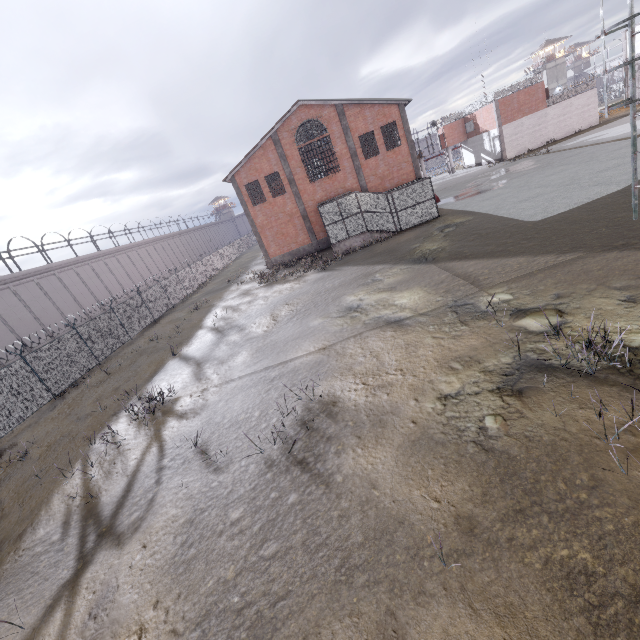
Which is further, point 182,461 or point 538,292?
point 538,292
